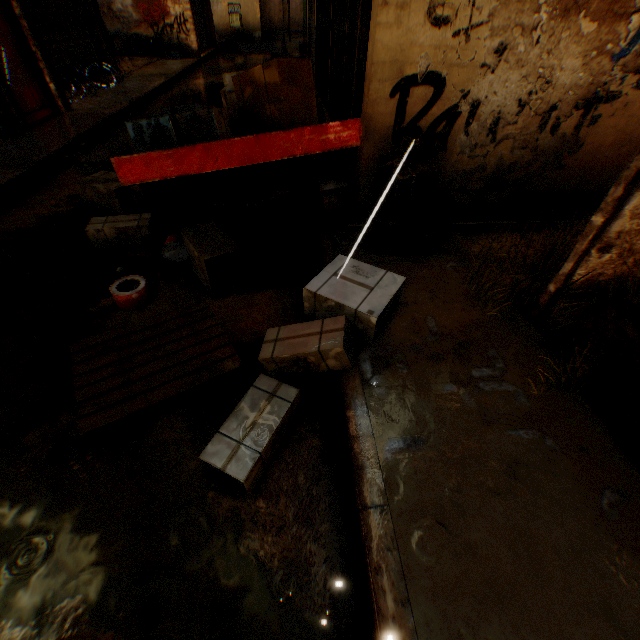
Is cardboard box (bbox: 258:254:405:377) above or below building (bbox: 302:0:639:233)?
below

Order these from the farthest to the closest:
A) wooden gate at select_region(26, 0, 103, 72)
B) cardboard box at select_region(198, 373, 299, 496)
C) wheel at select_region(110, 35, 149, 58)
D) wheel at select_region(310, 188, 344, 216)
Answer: wheel at select_region(110, 35, 149, 58), wooden gate at select_region(26, 0, 103, 72), wheel at select_region(310, 188, 344, 216), cardboard box at select_region(198, 373, 299, 496)

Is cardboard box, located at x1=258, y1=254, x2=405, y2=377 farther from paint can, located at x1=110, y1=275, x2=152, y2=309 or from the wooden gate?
the wooden gate

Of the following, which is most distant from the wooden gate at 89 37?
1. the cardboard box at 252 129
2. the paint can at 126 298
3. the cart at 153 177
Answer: the paint can at 126 298

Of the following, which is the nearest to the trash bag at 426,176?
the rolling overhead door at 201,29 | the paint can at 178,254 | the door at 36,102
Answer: the paint can at 178,254

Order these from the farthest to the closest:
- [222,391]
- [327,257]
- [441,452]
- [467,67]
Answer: [327,257], [467,67], [222,391], [441,452]

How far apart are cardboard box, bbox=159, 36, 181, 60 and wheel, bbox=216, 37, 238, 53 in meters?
5.3 m

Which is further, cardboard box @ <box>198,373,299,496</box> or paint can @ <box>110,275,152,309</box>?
paint can @ <box>110,275,152,309</box>
